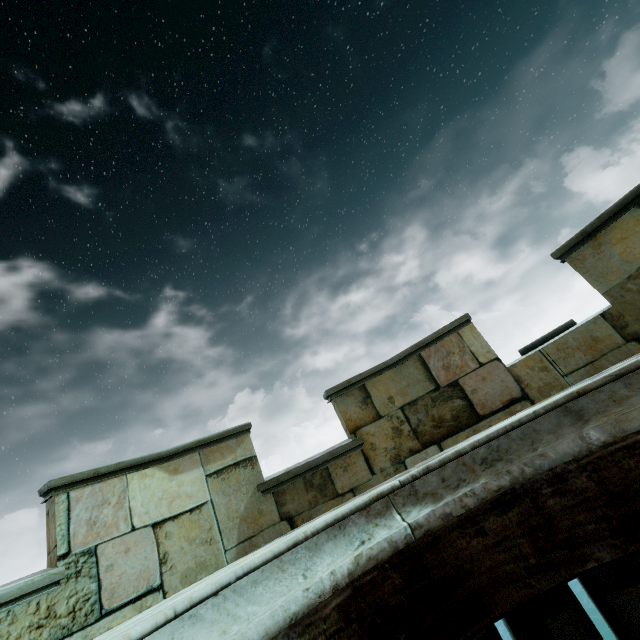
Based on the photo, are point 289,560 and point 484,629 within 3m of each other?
yes
